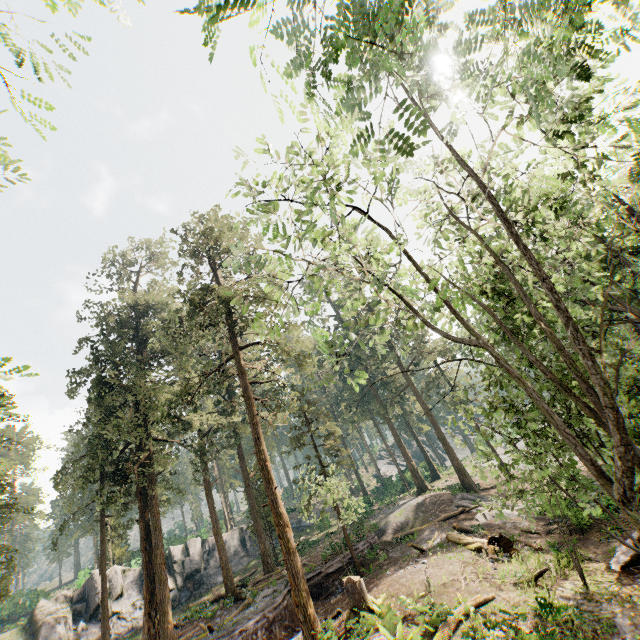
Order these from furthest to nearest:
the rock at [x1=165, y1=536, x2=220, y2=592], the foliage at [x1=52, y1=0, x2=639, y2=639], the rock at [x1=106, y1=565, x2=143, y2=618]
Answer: the rock at [x1=165, y1=536, x2=220, y2=592] < the rock at [x1=106, y1=565, x2=143, y2=618] < the foliage at [x1=52, y1=0, x2=639, y2=639]

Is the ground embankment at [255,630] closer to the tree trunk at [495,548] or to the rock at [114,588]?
the tree trunk at [495,548]

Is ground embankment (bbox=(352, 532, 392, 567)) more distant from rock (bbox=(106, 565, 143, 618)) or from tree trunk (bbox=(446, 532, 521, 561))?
rock (bbox=(106, 565, 143, 618))

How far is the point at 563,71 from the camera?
2.9 meters

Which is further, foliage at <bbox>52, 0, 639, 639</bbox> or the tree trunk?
the tree trunk

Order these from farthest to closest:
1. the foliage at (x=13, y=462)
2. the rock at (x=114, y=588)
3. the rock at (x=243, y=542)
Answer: the rock at (x=243, y=542)
the rock at (x=114, y=588)
the foliage at (x=13, y=462)

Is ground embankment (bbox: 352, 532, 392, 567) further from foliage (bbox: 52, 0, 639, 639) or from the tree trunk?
the tree trunk

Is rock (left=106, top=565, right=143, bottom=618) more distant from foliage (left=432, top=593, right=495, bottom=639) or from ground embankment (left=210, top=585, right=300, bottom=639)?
ground embankment (left=210, top=585, right=300, bottom=639)
